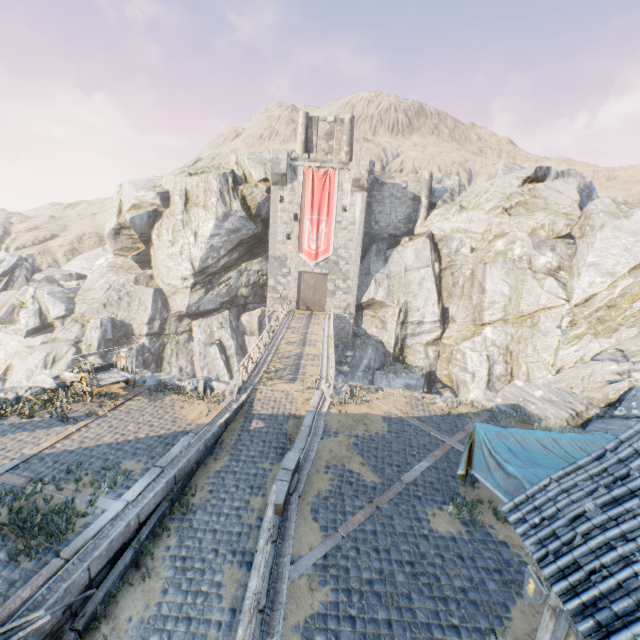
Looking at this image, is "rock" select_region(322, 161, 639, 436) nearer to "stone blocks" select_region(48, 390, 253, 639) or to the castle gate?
"stone blocks" select_region(48, 390, 253, 639)

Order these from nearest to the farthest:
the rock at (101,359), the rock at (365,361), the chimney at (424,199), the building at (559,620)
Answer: the building at (559,620), the rock at (365,361), the rock at (101,359), the chimney at (424,199)

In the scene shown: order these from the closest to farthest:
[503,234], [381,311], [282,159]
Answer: [503,234] → [282,159] → [381,311]

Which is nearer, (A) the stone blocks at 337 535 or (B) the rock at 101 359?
(A) the stone blocks at 337 535

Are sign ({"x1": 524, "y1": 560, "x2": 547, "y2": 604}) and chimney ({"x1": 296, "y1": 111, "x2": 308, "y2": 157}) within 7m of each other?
no

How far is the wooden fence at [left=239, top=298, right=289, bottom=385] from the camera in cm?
1516

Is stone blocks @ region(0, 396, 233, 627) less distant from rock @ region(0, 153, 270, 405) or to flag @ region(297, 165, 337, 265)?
rock @ region(0, 153, 270, 405)

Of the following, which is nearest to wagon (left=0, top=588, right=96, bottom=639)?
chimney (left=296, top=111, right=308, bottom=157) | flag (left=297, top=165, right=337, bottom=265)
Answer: flag (left=297, top=165, right=337, bottom=265)
